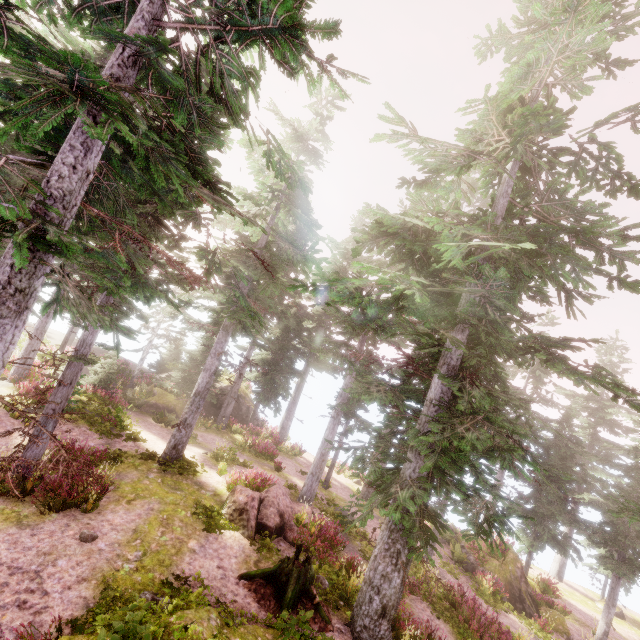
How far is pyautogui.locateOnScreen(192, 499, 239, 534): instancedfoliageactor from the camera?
11.4m

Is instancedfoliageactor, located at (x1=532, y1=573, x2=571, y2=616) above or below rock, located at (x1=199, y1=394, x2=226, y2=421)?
below

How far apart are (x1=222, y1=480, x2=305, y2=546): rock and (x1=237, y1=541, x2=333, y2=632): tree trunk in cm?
160

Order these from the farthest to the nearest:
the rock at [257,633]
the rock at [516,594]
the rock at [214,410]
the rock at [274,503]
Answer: the rock at [214,410]
the rock at [516,594]
the rock at [274,503]
the rock at [257,633]

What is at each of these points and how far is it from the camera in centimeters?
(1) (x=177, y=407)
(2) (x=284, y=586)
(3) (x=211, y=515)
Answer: (1) rock, 2434cm
(2) tree trunk, 956cm
(3) instancedfoliageactor, 1200cm

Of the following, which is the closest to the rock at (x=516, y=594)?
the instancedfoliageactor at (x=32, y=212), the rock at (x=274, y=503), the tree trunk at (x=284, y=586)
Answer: the instancedfoliageactor at (x=32, y=212)

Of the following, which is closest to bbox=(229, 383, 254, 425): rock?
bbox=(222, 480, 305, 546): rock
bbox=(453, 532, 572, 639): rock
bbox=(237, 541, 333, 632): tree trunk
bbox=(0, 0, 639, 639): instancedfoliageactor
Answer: bbox=(0, 0, 639, 639): instancedfoliageactor

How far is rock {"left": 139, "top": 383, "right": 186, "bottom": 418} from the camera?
23.59m
